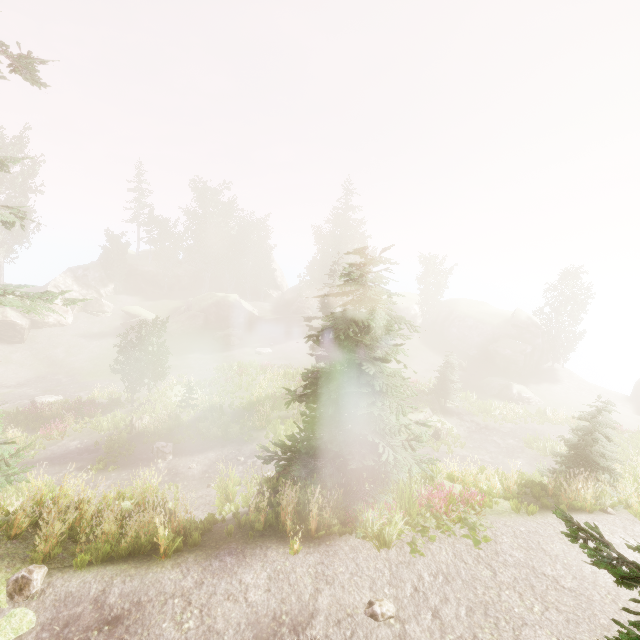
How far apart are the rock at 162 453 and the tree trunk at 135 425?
2.6m

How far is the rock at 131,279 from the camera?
51.1m

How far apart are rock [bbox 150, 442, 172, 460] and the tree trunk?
2.6 meters

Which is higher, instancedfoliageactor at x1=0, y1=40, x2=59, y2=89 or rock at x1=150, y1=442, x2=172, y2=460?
instancedfoliageactor at x1=0, y1=40, x2=59, y2=89

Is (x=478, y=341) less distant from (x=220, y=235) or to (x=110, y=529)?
(x=110, y=529)

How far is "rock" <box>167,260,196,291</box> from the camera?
55.69m

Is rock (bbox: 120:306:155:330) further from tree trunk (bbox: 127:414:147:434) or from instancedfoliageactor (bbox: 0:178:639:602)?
tree trunk (bbox: 127:414:147:434)

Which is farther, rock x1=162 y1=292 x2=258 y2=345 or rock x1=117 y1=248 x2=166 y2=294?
rock x1=117 y1=248 x2=166 y2=294
